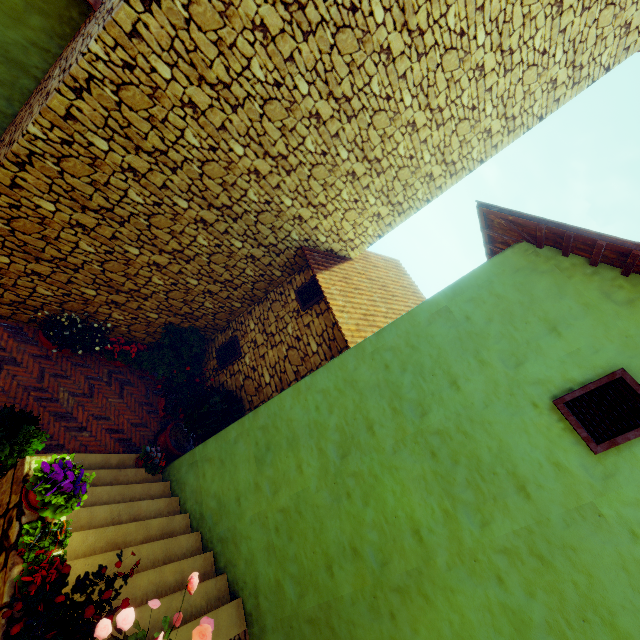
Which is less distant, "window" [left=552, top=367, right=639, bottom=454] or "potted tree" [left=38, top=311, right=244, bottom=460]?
"window" [left=552, top=367, right=639, bottom=454]

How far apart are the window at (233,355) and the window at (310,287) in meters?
1.8 m

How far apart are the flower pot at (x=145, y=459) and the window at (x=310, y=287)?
3.9 meters

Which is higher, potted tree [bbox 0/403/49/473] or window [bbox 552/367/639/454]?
window [bbox 552/367/639/454]

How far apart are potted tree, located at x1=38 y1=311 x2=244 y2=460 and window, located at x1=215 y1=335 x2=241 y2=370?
0.4m

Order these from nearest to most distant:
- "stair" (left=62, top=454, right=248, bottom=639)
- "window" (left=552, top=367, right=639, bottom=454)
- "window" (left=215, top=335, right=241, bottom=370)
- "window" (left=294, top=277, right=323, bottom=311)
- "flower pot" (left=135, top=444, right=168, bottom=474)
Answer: "window" (left=552, top=367, right=639, bottom=454), "stair" (left=62, top=454, right=248, bottom=639), "flower pot" (left=135, top=444, right=168, bottom=474), "window" (left=294, top=277, right=323, bottom=311), "window" (left=215, top=335, right=241, bottom=370)

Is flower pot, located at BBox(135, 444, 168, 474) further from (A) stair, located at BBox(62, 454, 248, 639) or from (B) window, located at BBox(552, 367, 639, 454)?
(B) window, located at BBox(552, 367, 639, 454)

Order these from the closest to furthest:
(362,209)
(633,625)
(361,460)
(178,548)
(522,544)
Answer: (633,625)
(522,544)
(361,460)
(178,548)
(362,209)
